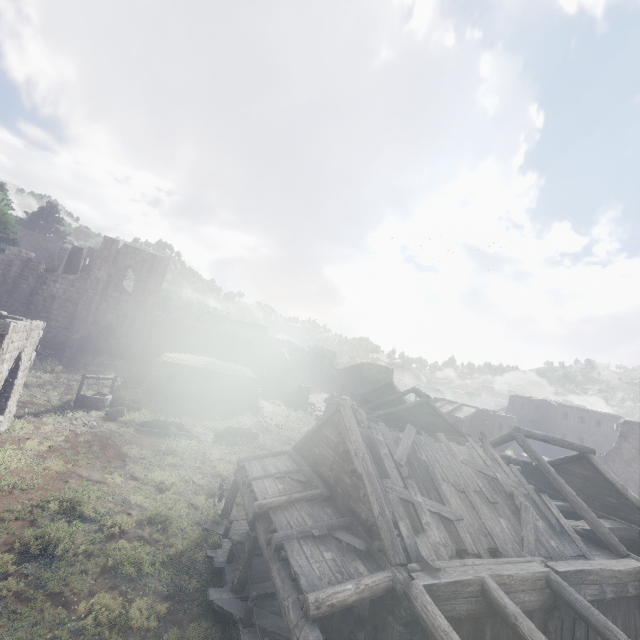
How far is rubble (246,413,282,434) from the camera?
25.2 meters

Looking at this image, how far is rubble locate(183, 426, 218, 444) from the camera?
20.7 meters

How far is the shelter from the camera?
25.2m

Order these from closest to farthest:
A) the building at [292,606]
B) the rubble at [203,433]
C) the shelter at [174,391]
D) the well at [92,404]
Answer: the building at [292,606] < the well at [92,404] < the rubble at [203,433] < the shelter at [174,391]

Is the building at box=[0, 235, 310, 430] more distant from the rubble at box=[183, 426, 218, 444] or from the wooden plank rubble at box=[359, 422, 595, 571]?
the rubble at box=[183, 426, 218, 444]

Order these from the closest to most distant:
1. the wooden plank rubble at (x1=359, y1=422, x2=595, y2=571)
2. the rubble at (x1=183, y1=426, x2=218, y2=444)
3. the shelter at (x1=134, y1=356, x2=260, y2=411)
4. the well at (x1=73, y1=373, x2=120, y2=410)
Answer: the wooden plank rubble at (x1=359, y1=422, x2=595, y2=571) → the well at (x1=73, y1=373, x2=120, y2=410) → the rubble at (x1=183, y1=426, x2=218, y2=444) → the shelter at (x1=134, y1=356, x2=260, y2=411)

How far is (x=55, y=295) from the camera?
28.64m

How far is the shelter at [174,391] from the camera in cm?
2523
